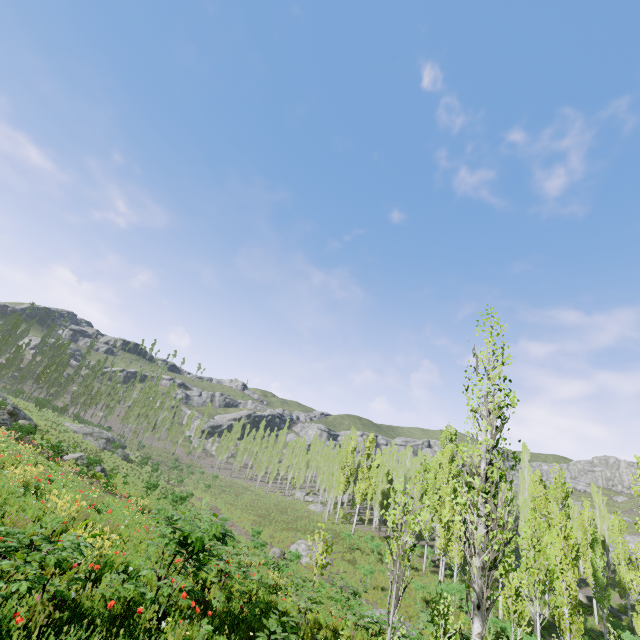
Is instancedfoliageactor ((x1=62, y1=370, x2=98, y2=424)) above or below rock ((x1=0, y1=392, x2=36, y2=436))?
above

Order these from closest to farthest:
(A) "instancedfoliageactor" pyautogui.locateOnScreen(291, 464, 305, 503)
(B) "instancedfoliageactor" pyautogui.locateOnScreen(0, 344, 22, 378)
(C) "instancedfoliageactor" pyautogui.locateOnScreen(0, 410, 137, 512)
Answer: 1. (C) "instancedfoliageactor" pyautogui.locateOnScreen(0, 410, 137, 512)
2. (B) "instancedfoliageactor" pyautogui.locateOnScreen(0, 344, 22, 378)
3. (A) "instancedfoliageactor" pyautogui.locateOnScreen(291, 464, 305, 503)

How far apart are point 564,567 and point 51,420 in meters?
52.1 m

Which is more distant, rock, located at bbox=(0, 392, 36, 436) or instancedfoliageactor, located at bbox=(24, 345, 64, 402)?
instancedfoliageactor, located at bbox=(24, 345, 64, 402)

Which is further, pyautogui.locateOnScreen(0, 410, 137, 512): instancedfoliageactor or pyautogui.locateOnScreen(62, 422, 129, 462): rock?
pyautogui.locateOnScreen(62, 422, 129, 462): rock

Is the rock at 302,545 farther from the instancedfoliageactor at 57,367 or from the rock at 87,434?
the rock at 87,434

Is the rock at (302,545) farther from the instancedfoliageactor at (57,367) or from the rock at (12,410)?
the rock at (12,410)

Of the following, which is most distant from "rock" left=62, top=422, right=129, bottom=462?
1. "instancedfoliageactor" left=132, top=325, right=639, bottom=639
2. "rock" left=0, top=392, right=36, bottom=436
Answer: "rock" left=0, top=392, right=36, bottom=436
